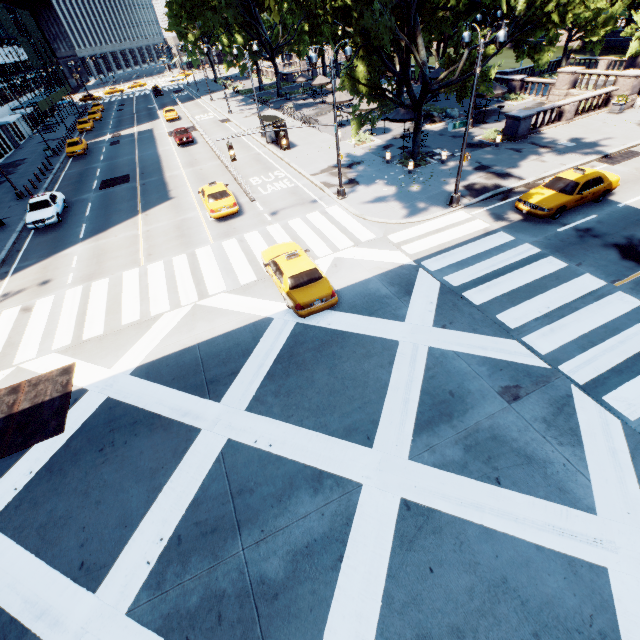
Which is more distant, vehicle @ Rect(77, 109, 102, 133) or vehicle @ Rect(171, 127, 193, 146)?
vehicle @ Rect(77, 109, 102, 133)

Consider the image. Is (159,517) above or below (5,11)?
below

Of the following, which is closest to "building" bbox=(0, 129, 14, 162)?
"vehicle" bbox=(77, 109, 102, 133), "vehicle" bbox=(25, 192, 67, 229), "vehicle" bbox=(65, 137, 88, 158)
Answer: "vehicle" bbox=(77, 109, 102, 133)

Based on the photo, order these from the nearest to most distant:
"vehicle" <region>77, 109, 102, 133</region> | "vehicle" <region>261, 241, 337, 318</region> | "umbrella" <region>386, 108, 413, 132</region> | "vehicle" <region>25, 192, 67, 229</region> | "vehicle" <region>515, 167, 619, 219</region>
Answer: "vehicle" <region>261, 241, 337, 318</region>, "vehicle" <region>515, 167, 619, 219</region>, "vehicle" <region>25, 192, 67, 229</region>, "umbrella" <region>386, 108, 413, 132</region>, "vehicle" <region>77, 109, 102, 133</region>

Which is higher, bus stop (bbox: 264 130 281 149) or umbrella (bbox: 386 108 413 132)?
umbrella (bbox: 386 108 413 132)

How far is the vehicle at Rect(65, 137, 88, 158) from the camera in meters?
36.6

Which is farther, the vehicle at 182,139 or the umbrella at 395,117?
the vehicle at 182,139

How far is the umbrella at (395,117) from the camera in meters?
23.4
